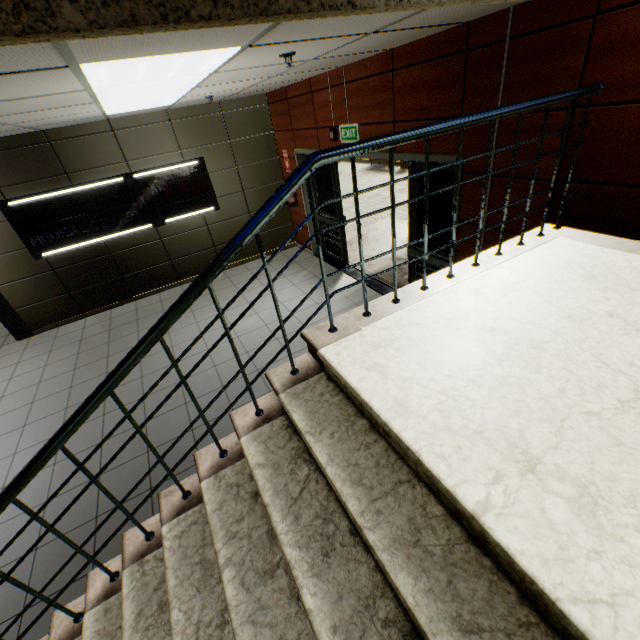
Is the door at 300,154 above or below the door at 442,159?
below

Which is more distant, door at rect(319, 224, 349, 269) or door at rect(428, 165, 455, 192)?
door at rect(319, 224, 349, 269)

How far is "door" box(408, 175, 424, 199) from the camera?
4.2m

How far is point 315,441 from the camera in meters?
1.5

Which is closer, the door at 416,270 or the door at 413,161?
the door at 413,161

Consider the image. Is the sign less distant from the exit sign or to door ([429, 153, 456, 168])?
door ([429, 153, 456, 168])
